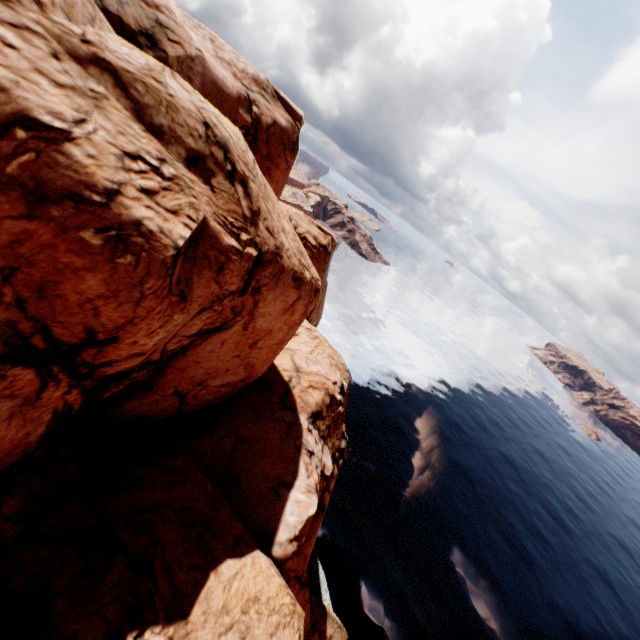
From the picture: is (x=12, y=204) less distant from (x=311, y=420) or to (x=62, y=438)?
(x=62, y=438)
